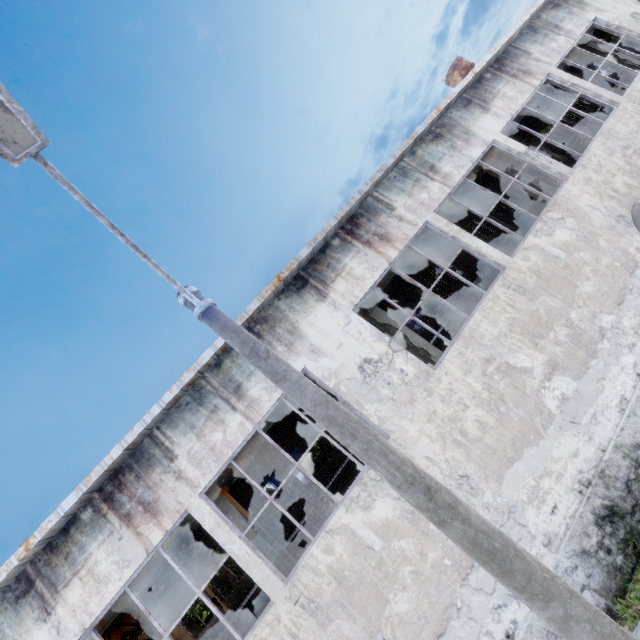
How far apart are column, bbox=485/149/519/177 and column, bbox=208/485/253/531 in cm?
1647

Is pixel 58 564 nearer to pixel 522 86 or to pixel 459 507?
pixel 459 507

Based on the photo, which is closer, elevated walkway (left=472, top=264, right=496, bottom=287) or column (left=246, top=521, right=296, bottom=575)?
column (left=246, top=521, right=296, bottom=575)

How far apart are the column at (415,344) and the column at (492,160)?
8.46m

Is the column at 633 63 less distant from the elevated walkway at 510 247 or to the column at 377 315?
the elevated walkway at 510 247

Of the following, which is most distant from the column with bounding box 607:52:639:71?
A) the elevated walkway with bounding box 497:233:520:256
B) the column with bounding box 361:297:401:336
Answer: the column with bounding box 361:297:401:336

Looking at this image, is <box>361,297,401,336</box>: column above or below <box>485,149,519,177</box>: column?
below
